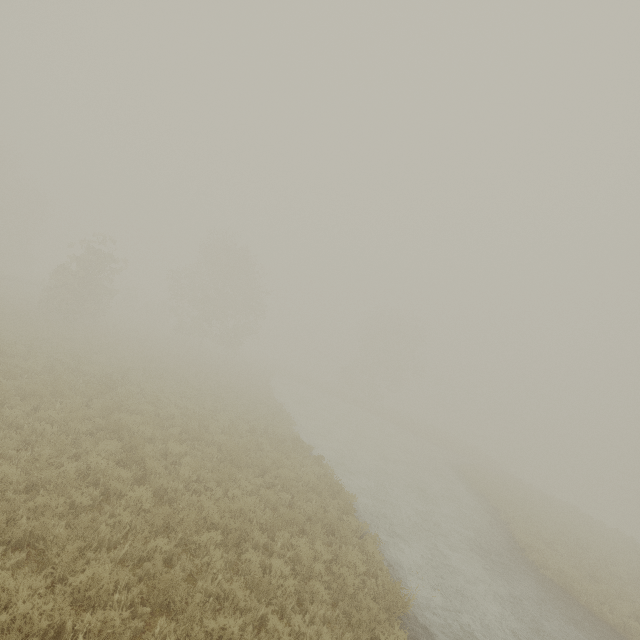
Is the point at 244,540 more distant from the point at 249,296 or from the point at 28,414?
the point at 249,296
